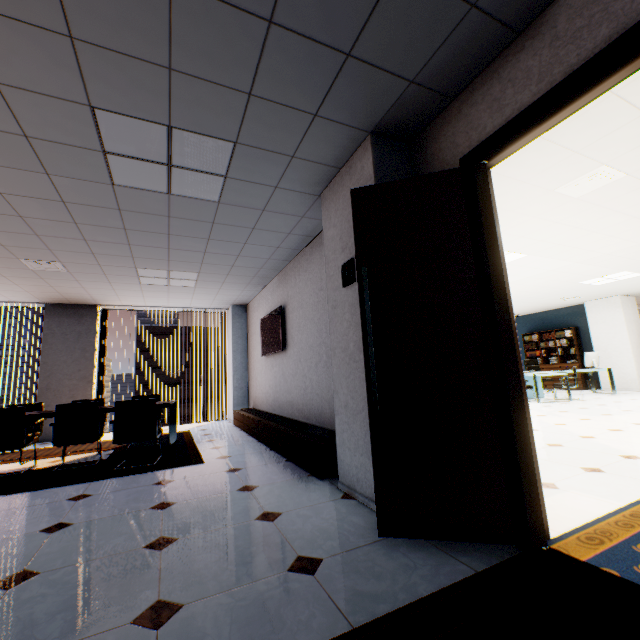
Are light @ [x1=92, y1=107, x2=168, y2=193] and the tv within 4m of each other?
yes

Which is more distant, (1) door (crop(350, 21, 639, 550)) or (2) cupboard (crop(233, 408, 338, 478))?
(2) cupboard (crop(233, 408, 338, 478))

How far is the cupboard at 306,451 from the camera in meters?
3.3

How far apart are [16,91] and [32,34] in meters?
0.5 m

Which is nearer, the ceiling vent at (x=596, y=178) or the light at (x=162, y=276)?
the ceiling vent at (x=596, y=178)

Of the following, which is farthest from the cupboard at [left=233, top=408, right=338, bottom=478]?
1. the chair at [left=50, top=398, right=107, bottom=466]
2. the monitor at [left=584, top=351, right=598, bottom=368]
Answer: the monitor at [left=584, top=351, right=598, bottom=368]

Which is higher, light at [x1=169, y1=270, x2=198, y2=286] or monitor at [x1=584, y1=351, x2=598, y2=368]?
light at [x1=169, y1=270, x2=198, y2=286]

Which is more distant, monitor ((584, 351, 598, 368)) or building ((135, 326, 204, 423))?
building ((135, 326, 204, 423))
